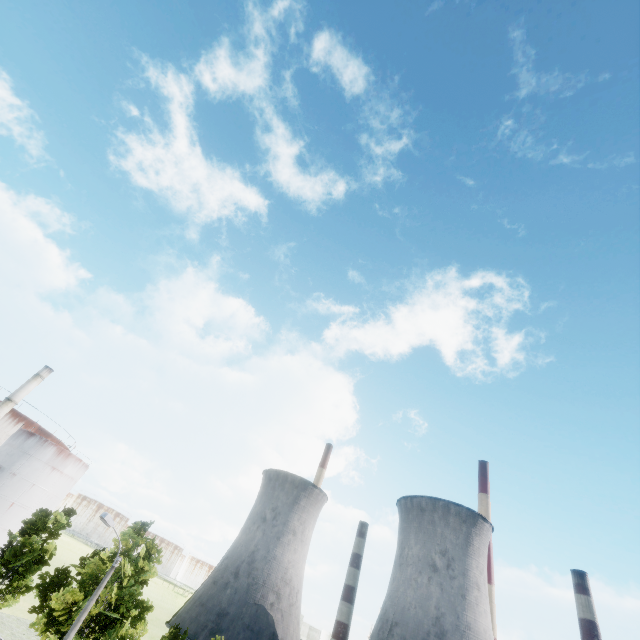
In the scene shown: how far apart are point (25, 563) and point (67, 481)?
35.0 meters

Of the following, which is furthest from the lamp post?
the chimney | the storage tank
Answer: the storage tank

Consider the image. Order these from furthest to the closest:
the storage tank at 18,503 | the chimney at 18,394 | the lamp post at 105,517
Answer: the chimney at 18,394
the storage tank at 18,503
the lamp post at 105,517

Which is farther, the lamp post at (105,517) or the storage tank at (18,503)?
the storage tank at (18,503)

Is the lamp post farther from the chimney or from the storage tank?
the storage tank

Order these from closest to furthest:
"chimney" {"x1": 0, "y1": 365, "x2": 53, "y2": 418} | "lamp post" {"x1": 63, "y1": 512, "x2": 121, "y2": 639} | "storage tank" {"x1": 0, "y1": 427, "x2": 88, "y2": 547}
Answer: "lamp post" {"x1": 63, "y1": 512, "x2": 121, "y2": 639}, "storage tank" {"x1": 0, "y1": 427, "x2": 88, "y2": 547}, "chimney" {"x1": 0, "y1": 365, "x2": 53, "y2": 418}

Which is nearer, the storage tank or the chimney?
the storage tank
